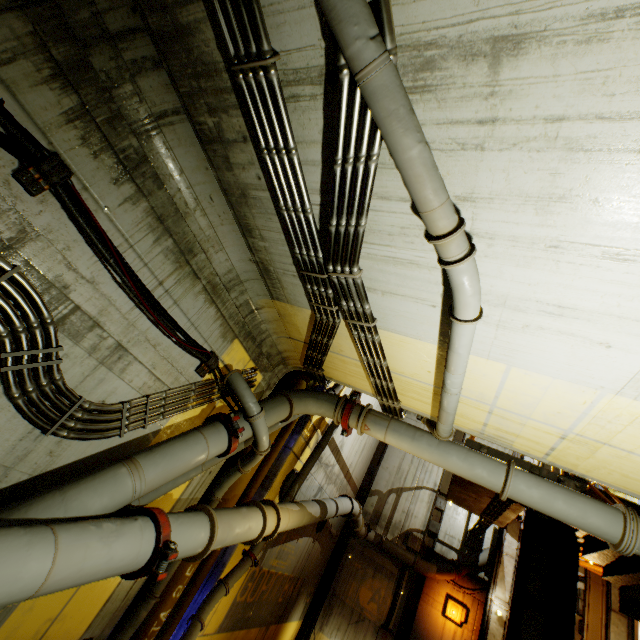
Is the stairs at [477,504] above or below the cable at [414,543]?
above

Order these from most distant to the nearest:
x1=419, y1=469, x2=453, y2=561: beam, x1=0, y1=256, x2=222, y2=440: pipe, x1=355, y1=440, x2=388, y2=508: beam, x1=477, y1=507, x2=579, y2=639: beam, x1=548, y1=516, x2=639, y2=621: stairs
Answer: x1=355, y1=440, x2=388, y2=508: beam < x1=419, y1=469, x2=453, y2=561: beam < x1=477, y1=507, x2=579, y2=639: beam < x1=548, y1=516, x2=639, y2=621: stairs < x1=0, y1=256, x2=222, y2=440: pipe

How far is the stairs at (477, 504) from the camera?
9.9 meters

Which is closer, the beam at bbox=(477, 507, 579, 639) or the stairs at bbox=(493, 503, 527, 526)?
the beam at bbox=(477, 507, 579, 639)

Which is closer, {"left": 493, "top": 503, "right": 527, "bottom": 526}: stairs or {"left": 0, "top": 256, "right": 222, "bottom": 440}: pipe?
{"left": 0, "top": 256, "right": 222, "bottom": 440}: pipe

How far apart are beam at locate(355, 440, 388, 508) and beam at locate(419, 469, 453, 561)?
2.8 meters

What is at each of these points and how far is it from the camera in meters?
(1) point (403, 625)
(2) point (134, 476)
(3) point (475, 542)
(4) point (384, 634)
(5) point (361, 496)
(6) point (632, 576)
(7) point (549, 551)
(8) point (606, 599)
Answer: (1) beam, 12.6 m
(2) pipe, 3.6 m
(3) cable, 13.7 m
(4) cable, 12.4 m
(5) beam, 15.9 m
(6) stairs, 6.6 m
(7) beam, 8.2 m
(8) beam, 10.2 m

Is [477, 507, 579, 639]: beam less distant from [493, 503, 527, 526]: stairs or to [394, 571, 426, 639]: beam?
[493, 503, 527, 526]: stairs
